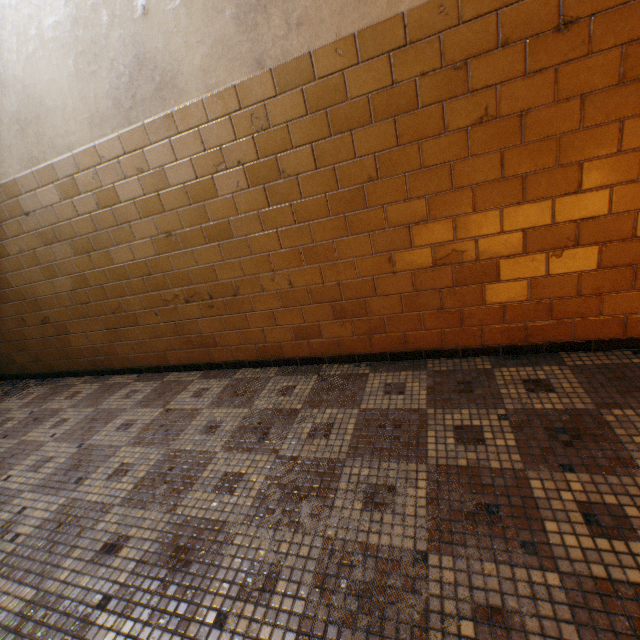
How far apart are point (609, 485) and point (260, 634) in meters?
1.4 m
